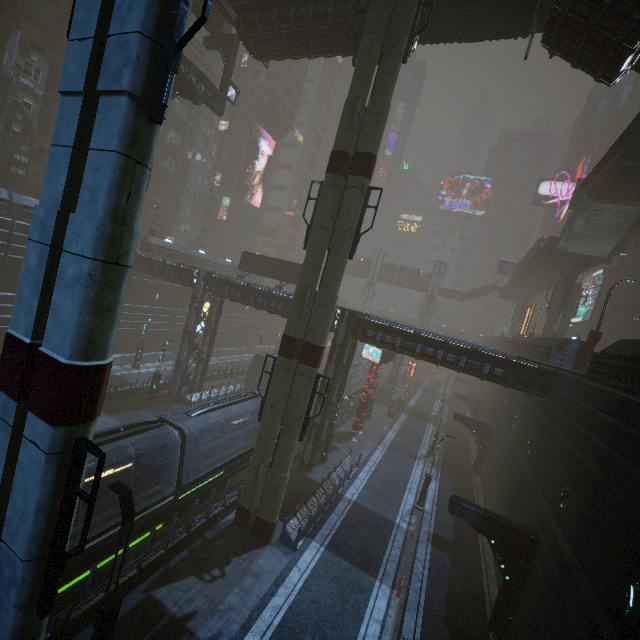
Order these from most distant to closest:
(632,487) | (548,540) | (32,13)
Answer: (32,13)
(548,540)
(632,487)

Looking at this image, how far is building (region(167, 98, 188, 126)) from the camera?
47.7m

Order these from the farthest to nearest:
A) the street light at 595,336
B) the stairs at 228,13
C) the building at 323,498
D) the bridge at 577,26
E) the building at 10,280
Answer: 1. the building at 10,280
2. the street light at 595,336
3. the stairs at 228,13
4. the building at 323,498
5. the bridge at 577,26

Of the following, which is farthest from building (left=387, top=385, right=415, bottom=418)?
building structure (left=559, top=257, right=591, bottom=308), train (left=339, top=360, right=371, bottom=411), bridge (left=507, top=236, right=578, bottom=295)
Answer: building structure (left=559, top=257, right=591, bottom=308)

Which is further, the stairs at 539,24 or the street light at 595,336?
the street light at 595,336

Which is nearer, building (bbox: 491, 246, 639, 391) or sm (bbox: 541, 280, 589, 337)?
building (bbox: 491, 246, 639, 391)

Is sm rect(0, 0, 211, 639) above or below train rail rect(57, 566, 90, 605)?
above

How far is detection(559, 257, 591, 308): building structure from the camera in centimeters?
3198cm
